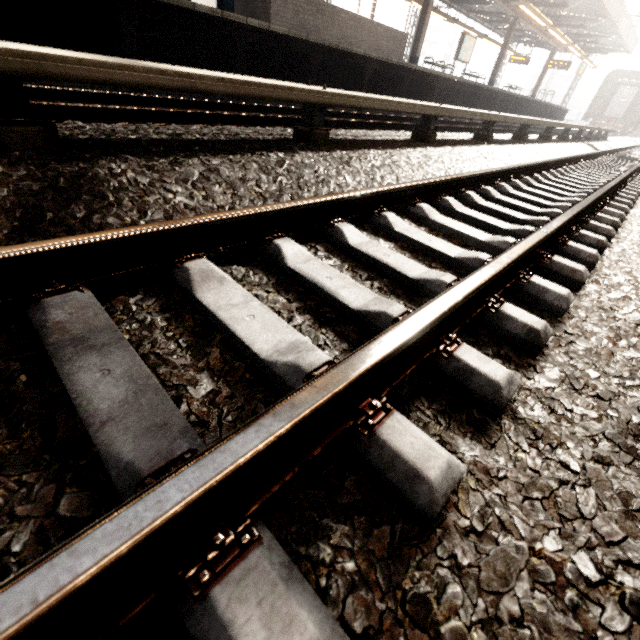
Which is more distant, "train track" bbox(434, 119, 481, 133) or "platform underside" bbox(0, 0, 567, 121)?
"train track" bbox(434, 119, 481, 133)

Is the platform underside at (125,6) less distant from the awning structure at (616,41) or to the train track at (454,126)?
the train track at (454,126)

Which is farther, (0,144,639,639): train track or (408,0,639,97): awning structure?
(408,0,639,97): awning structure

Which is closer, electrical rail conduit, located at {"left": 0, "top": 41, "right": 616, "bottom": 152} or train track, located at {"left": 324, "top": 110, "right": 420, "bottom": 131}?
electrical rail conduit, located at {"left": 0, "top": 41, "right": 616, "bottom": 152}

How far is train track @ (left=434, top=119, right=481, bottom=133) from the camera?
8.09m

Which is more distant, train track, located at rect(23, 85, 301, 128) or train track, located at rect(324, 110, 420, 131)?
train track, located at rect(324, 110, 420, 131)

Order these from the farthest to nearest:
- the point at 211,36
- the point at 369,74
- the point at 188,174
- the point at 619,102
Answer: the point at 619,102 < the point at 369,74 < the point at 211,36 < the point at 188,174

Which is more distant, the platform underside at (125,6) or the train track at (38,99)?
Answer: the platform underside at (125,6)
